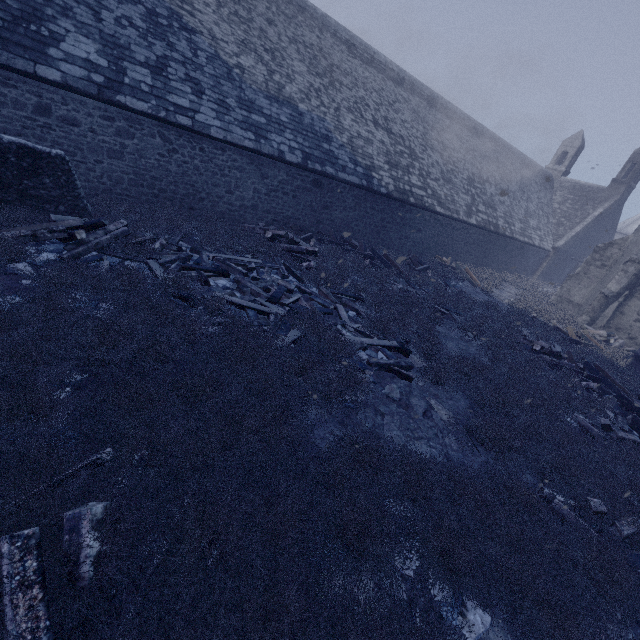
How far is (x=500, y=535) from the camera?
3.8 meters

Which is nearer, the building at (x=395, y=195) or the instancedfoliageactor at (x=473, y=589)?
the instancedfoliageactor at (x=473, y=589)

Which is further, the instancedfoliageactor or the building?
the building

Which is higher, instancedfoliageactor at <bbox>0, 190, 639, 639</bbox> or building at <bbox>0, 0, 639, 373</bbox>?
building at <bbox>0, 0, 639, 373</bbox>

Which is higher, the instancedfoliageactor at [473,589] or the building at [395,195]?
the building at [395,195]
